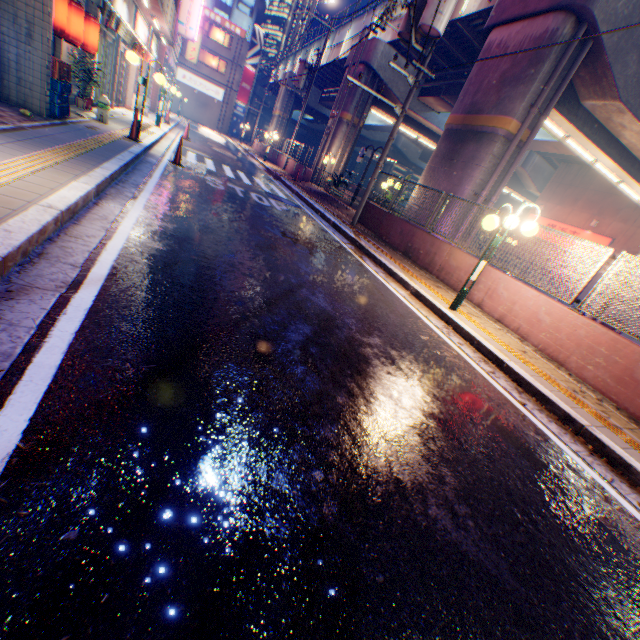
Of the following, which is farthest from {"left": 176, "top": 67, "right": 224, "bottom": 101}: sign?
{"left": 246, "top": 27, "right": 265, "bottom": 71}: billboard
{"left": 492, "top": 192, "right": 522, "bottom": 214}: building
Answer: {"left": 492, "top": 192, "right": 522, "bottom": 214}: building

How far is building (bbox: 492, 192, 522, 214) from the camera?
54.6m

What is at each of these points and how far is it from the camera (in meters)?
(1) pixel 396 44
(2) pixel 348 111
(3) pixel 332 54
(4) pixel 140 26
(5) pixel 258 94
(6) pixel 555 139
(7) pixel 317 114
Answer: (1) overpass support, 19.78
(2) overpass support, 21.33
(3) overpass support, 27.83
(4) sign, 14.47
(5) overpass support, 58.22
(6) overpass support, 18.42
(7) overpass support, 41.03

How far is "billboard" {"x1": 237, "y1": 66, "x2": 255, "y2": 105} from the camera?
45.8 meters

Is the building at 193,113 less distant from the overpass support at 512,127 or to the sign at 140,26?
the overpass support at 512,127

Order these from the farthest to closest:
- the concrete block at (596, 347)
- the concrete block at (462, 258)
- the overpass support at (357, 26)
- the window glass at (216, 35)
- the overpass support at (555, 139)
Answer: the window glass at (216, 35) → the overpass support at (357, 26) → the overpass support at (555, 139) → the concrete block at (462, 258) → the concrete block at (596, 347)

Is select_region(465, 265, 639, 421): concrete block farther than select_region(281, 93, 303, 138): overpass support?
No

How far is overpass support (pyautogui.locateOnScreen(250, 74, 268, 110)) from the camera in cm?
5541
